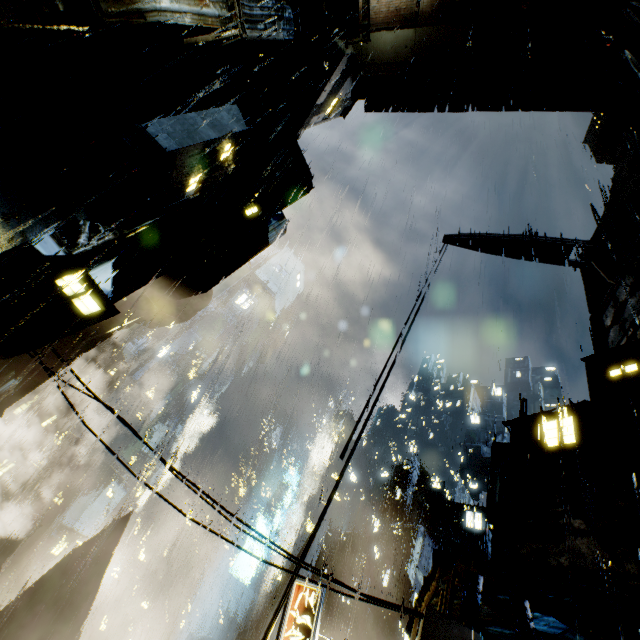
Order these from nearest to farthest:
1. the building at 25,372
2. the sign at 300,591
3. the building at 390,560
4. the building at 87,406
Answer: the building at 390,560
the sign at 300,591
the building at 25,372
the building at 87,406

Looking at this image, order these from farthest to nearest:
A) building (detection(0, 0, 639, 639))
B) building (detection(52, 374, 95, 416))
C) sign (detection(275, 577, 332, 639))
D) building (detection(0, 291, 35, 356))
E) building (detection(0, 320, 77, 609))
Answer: building (detection(52, 374, 95, 416))
building (detection(0, 320, 77, 609))
sign (detection(275, 577, 332, 639))
building (detection(0, 291, 35, 356))
building (detection(0, 0, 639, 639))

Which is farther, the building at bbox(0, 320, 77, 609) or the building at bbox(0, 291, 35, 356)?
the building at bbox(0, 320, 77, 609)

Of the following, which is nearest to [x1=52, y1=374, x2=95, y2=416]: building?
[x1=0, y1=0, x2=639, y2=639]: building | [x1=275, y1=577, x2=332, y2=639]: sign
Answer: [x1=0, y1=0, x2=639, y2=639]: building

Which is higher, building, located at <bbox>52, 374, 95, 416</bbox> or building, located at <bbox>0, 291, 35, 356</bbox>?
building, located at <bbox>52, 374, 95, 416</bbox>

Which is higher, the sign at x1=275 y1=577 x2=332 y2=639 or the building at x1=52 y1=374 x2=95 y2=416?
the building at x1=52 y1=374 x2=95 y2=416

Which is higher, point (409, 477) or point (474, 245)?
point (409, 477)

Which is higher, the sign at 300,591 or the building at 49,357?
the building at 49,357
